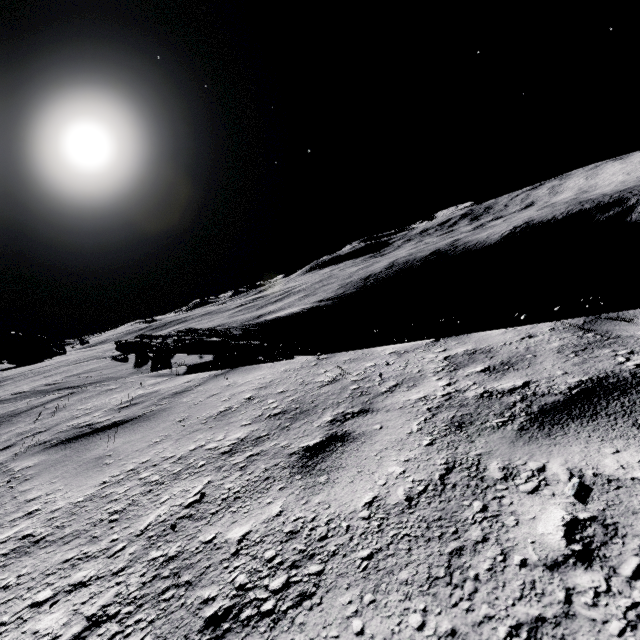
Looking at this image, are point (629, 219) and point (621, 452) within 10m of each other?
no
